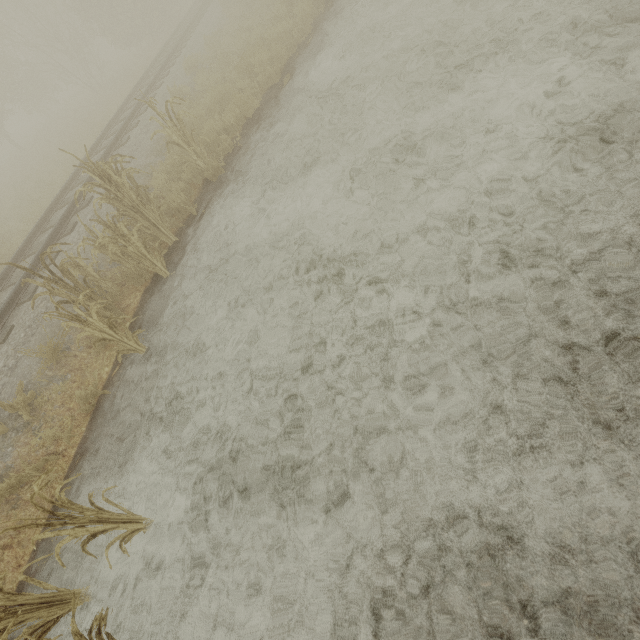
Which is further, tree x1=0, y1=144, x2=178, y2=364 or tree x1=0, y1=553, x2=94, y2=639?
tree x1=0, y1=144, x2=178, y2=364

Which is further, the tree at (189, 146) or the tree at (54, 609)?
the tree at (189, 146)

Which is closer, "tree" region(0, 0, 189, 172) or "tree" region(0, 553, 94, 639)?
"tree" region(0, 553, 94, 639)

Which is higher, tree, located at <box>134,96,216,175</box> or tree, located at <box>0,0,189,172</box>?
tree, located at <box>0,0,189,172</box>

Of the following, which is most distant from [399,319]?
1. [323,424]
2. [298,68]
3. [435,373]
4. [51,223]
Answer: [51,223]

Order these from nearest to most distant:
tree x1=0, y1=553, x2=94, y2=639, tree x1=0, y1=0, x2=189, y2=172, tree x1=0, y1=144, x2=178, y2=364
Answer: tree x1=0, y1=553, x2=94, y2=639
tree x1=0, y1=144, x2=178, y2=364
tree x1=0, y1=0, x2=189, y2=172
